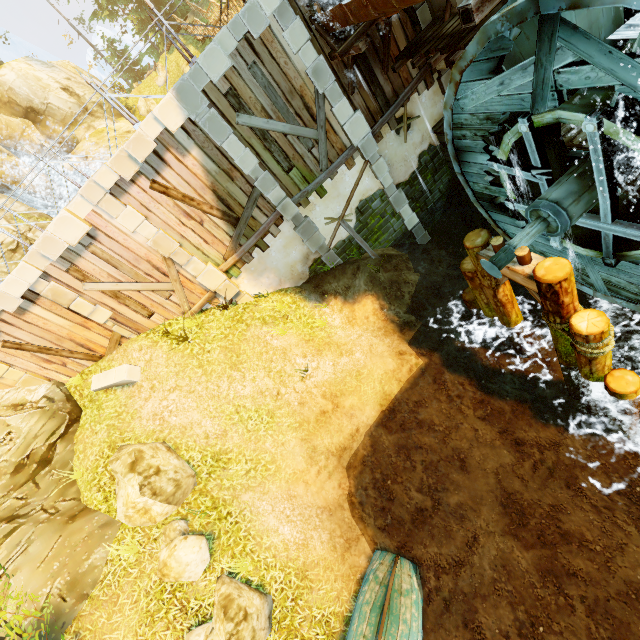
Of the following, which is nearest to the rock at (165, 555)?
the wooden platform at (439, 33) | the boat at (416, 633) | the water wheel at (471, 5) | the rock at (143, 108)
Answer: the boat at (416, 633)

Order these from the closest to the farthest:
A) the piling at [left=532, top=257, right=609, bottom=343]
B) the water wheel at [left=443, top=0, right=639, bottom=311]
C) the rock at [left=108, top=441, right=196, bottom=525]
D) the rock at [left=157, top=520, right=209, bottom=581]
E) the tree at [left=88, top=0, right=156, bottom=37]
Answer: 1. the water wheel at [left=443, top=0, right=639, bottom=311]
2. the piling at [left=532, top=257, right=609, bottom=343]
3. the rock at [left=157, top=520, right=209, bottom=581]
4. the rock at [left=108, top=441, right=196, bottom=525]
5. the tree at [left=88, top=0, right=156, bottom=37]

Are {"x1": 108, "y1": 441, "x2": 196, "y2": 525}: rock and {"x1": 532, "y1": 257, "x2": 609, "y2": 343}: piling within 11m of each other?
yes

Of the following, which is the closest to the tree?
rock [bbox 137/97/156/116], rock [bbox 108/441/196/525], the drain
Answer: rock [bbox 137/97/156/116]

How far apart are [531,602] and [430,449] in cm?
339

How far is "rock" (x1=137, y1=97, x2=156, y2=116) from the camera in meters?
29.5

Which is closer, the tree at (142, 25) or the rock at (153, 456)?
the rock at (153, 456)

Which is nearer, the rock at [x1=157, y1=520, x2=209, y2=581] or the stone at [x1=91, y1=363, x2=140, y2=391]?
the rock at [x1=157, y1=520, x2=209, y2=581]
